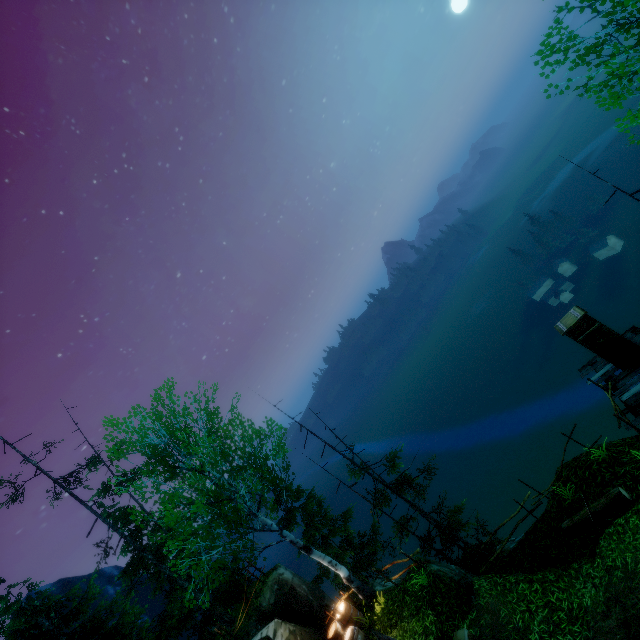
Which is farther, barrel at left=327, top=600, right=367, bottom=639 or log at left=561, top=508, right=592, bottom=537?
barrel at left=327, top=600, right=367, bottom=639

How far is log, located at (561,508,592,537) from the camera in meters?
9.5 m

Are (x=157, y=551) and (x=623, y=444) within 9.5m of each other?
no

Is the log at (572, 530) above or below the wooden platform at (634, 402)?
above

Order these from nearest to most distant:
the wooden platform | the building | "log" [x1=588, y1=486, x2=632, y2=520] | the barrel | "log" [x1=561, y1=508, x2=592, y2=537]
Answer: the building < "log" [x1=588, y1=486, x2=632, y2=520] < "log" [x1=561, y1=508, x2=592, y2=537] < the wooden platform < the barrel

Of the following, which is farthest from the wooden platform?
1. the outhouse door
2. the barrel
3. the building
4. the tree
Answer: the barrel

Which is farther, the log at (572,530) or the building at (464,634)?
the log at (572,530)

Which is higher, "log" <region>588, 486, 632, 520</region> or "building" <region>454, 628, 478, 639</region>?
"building" <region>454, 628, 478, 639</region>
